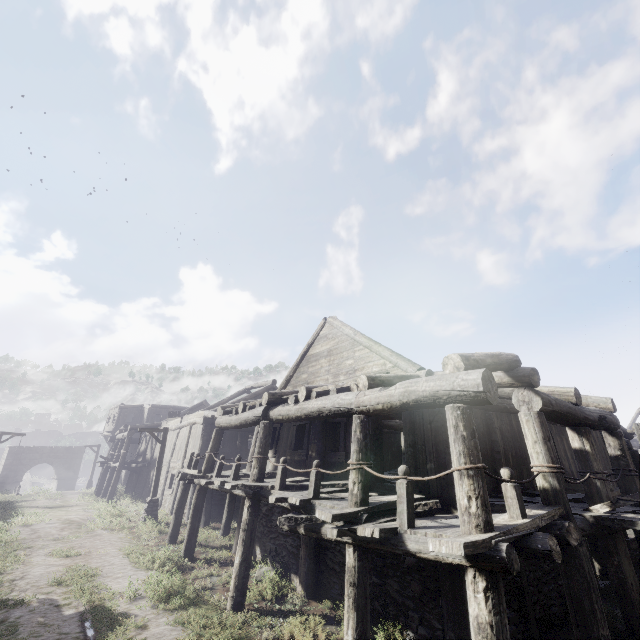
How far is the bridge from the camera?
45.2 meters

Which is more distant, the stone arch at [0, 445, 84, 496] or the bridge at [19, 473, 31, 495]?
the bridge at [19, 473, 31, 495]

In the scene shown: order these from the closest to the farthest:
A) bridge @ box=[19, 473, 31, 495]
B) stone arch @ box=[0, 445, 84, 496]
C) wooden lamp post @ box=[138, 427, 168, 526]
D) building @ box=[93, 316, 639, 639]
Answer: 1. building @ box=[93, 316, 639, 639]
2. wooden lamp post @ box=[138, 427, 168, 526]
3. stone arch @ box=[0, 445, 84, 496]
4. bridge @ box=[19, 473, 31, 495]

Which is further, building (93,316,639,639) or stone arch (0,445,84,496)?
stone arch (0,445,84,496)

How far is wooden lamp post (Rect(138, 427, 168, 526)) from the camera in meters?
16.4

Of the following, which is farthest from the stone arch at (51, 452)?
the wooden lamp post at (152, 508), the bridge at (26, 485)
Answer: the wooden lamp post at (152, 508)

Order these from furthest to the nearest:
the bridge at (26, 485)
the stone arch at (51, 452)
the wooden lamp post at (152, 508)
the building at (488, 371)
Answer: the bridge at (26, 485) < the stone arch at (51, 452) < the wooden lamp post at (152, 508) < the building at (488, 371)

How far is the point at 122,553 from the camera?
11.5m
